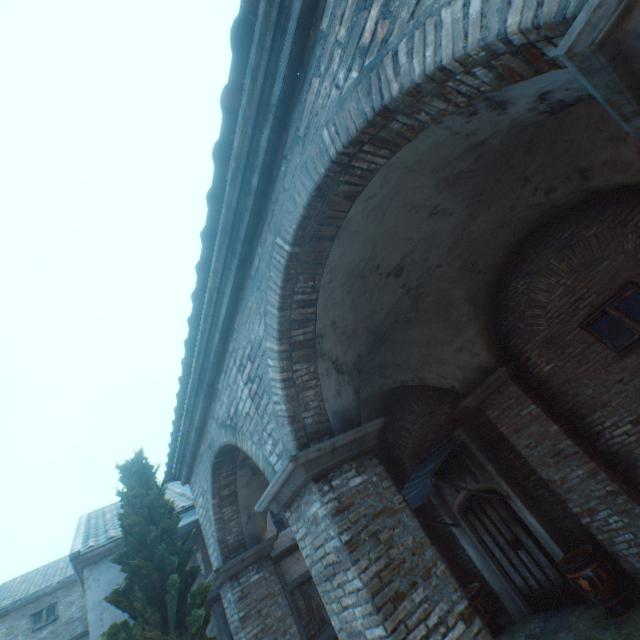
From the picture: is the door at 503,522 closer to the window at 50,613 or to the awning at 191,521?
the awning at 191,521

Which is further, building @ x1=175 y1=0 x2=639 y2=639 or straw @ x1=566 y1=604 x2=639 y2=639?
straw @ x1=566 y1=604 x2=639 y2=639

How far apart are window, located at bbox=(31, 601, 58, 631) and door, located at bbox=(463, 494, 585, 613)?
20.9m

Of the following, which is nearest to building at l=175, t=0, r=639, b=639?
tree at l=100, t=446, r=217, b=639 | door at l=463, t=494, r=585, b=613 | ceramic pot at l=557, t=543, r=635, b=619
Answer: tree at l=100, t=446, r=217, b=639

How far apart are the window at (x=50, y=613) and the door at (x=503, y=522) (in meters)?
20.89

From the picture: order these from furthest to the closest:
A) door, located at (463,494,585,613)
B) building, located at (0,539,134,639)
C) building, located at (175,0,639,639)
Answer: building, located at (0,539,134,639), door, located at (463,494,585,613), building, located at (175,0,639,639)

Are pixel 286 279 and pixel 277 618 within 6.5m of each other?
no
